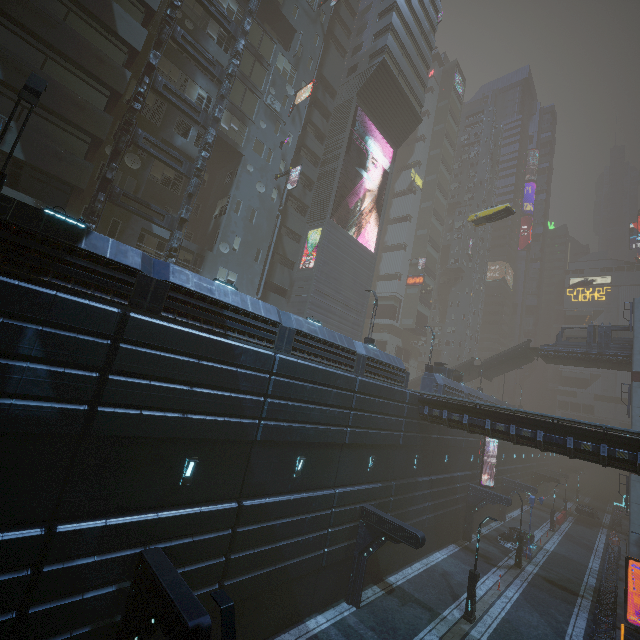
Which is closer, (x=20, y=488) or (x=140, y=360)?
(x=20, y=488)

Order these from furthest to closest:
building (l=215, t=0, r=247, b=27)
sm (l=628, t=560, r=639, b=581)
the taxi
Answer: the taxi < sm (l=628, t=560, r=639, b=581) < building (l=215, t=0, r=247, b=27)

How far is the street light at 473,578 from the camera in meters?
18.1 m

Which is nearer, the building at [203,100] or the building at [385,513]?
the building at [385,513]

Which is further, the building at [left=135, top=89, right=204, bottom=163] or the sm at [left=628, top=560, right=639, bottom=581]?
the sm at [left=628, top=560, right=639, bottom=581]

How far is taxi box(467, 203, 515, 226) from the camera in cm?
3259

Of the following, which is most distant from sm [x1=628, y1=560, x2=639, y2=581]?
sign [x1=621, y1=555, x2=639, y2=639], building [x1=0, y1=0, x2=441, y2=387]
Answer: sign [x1=621, y1=555, x2=639, y2=639]

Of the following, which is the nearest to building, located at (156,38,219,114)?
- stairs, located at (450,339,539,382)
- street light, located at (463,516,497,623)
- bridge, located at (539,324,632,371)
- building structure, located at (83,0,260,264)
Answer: building structure, located at (83,0,260,264)
